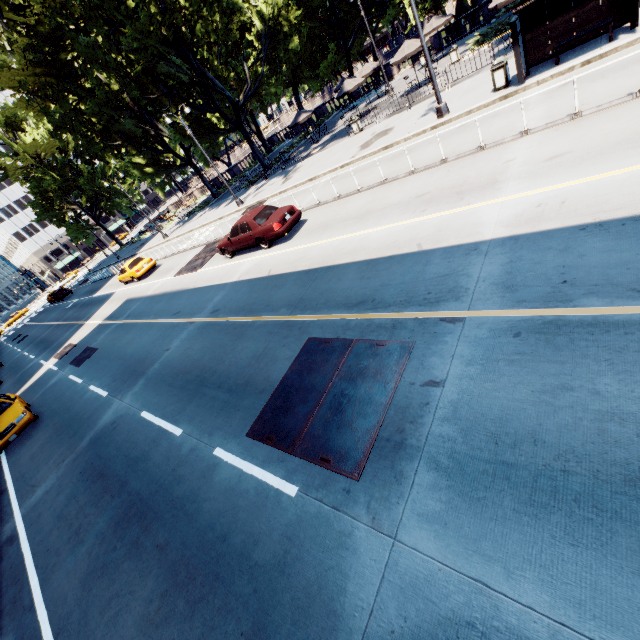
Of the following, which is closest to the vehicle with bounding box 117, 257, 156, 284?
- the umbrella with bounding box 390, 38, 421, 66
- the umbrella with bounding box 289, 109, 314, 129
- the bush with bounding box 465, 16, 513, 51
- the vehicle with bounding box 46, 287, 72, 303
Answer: the umbrella with bounding box 289, 109, 314, 129

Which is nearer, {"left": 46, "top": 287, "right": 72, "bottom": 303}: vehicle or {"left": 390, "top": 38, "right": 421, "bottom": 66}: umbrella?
{"left": 390, "top": 38, "right": 421, "bottom": 66}: umbrella

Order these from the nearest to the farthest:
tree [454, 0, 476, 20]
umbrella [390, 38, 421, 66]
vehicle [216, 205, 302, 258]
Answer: vehicle [216, 205, 302, 258] < umbrella [390, 38, 421, 66] < tree [454, 0, 476, 20]

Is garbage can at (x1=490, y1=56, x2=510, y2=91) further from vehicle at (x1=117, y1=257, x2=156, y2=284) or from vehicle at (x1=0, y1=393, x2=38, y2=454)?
vehicle at (x1=117, y1=257, x2=156, y2=284)

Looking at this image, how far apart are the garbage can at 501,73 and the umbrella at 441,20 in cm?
1910

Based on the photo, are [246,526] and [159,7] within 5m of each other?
no

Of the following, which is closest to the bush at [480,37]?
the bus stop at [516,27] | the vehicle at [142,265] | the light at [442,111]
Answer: the bus stop at [516,27]

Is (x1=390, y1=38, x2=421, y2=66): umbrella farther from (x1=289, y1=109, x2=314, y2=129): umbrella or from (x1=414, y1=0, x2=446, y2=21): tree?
(x1=289, y1=109, x2=314, y2=129): umbrella
